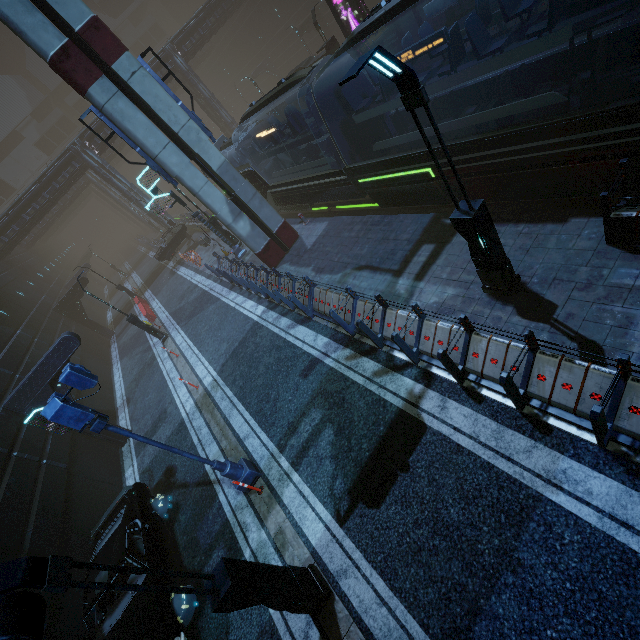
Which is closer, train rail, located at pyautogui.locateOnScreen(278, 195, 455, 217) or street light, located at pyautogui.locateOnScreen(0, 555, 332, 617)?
street light, located at pyautogui.locateOnScreen(0, 555, 332, 617)

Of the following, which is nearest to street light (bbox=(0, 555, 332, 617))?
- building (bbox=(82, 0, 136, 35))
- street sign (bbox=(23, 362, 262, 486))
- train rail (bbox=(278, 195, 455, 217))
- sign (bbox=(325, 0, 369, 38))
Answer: building (bbox=(82, 0, 136, 35))

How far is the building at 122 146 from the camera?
32.4 meters

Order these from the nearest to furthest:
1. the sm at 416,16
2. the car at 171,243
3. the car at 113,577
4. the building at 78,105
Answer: the car at 113,577, the sm at 416,16, the car at 171,243, the building at 78,105

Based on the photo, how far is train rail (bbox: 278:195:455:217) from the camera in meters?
12.4 m

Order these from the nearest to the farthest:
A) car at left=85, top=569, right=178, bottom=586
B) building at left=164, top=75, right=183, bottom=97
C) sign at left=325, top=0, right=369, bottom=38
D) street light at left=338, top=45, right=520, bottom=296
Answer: street light at left=338, top=45, right=520, bottom=296, car at left=85, top=569, right=178, bottom=586, sign at left=325, top=0, right=369, bottom=38, building at left=164, top=75, right=183, bottom=97

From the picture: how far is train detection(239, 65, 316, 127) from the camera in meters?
10.8 m

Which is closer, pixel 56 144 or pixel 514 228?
pixel 514 228
